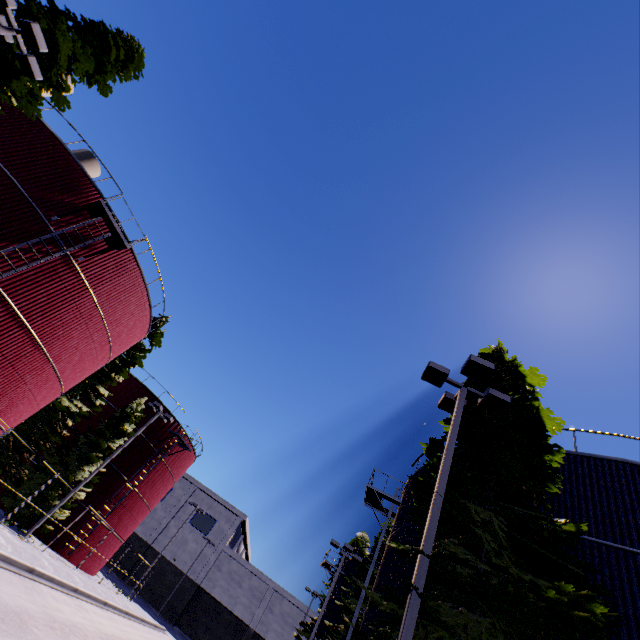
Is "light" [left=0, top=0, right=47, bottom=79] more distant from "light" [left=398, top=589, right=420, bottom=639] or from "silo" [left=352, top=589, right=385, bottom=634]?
"light" [left=398, top=589, right=420, bottom=639]

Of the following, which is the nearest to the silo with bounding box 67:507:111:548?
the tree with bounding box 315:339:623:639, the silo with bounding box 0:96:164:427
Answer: the silo with bounding box 0:96:164:427

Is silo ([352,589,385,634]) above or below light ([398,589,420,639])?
above

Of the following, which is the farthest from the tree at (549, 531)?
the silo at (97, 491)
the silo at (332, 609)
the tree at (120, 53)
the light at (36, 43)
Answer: the silo at (97, 491)

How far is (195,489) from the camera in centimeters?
5688cm

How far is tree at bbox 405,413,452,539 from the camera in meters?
7.8

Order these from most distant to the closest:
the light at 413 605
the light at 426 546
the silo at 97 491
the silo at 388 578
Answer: the silo at 97 491 → the silo at 388 578 → the light at 426 546 → the light at 413 605

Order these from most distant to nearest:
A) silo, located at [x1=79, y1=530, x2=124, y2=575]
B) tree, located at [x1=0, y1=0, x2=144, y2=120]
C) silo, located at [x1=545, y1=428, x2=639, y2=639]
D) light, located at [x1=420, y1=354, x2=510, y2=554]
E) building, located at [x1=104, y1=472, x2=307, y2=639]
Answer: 1. building, located at [x1=104, y1=472, x2=307, y2=639]
2. silo, located at [x1=79, y1=530, x2=124, y2=575]
3. tree, located at [x1=0, y1=0, x2=144, y2=120]
4. silo, located at [x1=545, y1=428, x2=639, y2=639]
5. light, located at [x1=420, y1=354, x2=510, y2=554]
